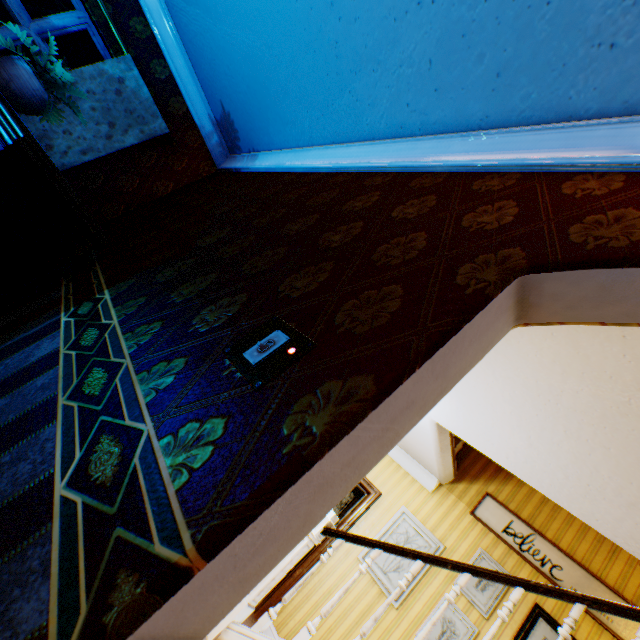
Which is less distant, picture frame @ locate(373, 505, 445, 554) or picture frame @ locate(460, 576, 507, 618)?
picture frame @ locate(460, 576, 507, 618)

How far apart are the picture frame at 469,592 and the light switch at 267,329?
4.92m

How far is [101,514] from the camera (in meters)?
0.70

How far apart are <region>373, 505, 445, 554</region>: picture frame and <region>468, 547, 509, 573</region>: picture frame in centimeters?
33cm

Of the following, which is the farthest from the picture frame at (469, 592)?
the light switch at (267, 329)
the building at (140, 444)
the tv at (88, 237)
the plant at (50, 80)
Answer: the plant at (50, 80)

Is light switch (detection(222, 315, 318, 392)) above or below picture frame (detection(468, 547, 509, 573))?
below

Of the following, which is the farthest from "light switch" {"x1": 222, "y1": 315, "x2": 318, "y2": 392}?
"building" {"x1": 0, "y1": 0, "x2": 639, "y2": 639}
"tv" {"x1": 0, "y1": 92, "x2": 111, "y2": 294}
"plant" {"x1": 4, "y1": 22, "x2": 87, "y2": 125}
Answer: "plant" {"x1": 4, "y1": 22, "x2": 87, "y2": 125}

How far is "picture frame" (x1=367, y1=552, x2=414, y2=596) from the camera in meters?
4.3
